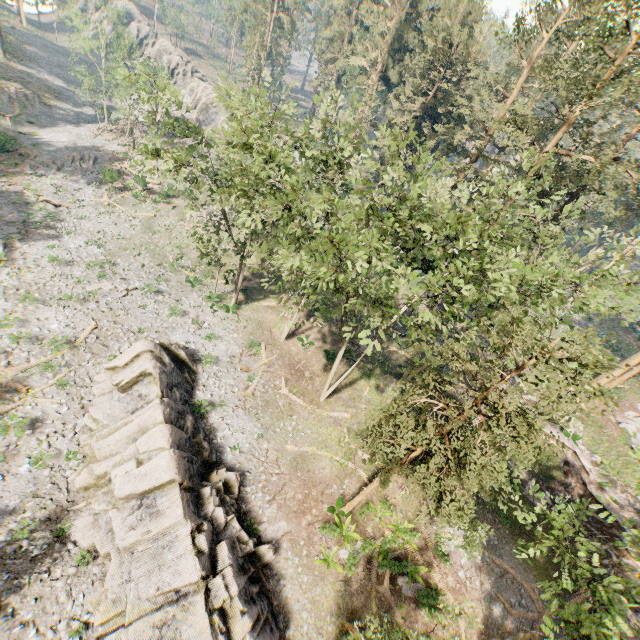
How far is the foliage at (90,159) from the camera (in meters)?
41.31

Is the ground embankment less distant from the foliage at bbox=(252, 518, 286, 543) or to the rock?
the foliage at bbox=(252, 518, 286, 543)

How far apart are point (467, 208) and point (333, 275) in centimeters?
959cm

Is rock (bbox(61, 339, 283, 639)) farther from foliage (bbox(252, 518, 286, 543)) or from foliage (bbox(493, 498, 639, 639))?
foliage (bbox(493, 498, 639, 639))

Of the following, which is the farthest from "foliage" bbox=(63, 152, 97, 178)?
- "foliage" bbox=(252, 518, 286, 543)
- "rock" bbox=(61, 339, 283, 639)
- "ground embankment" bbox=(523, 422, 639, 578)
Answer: "foliage" bbox=(252, 518, 286, 543)

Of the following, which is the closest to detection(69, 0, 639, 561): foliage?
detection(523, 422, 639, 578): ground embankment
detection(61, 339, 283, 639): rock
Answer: detection(523, 422, 639, 578): ground embankment

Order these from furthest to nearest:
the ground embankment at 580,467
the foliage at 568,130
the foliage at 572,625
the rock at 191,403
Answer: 1. the ground embankment at 580,467
2. the rock at 191,403
3. the foliage at 568,130
4. the foliage at 572,625
